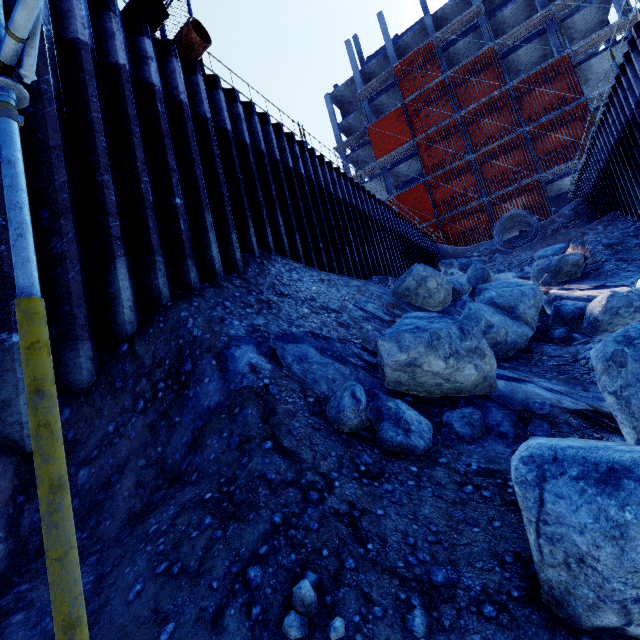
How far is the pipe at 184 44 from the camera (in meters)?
5.75

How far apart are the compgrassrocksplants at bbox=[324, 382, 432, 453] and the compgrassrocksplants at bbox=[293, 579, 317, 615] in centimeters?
121cm

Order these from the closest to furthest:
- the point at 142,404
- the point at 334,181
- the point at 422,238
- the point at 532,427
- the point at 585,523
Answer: the point at 585,523
the point at 532,427
the point at 142,404
the point at 334,181
the point at 422,238

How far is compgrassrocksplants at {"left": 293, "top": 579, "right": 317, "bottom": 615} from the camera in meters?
1.4 m

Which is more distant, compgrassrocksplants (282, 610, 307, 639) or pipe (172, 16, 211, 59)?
pipe (172, 16, 211, 59)

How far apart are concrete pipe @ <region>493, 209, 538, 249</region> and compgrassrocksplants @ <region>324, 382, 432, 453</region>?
18.14m

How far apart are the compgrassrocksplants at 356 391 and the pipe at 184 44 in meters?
6.8 m

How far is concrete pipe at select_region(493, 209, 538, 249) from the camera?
17.05m
